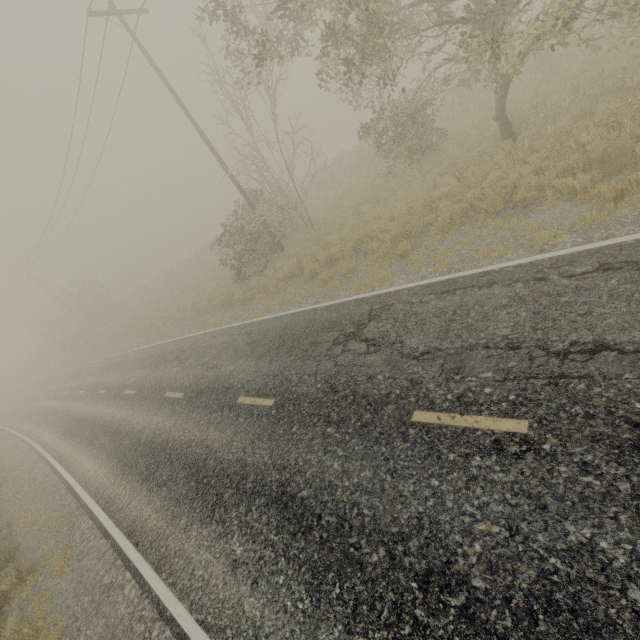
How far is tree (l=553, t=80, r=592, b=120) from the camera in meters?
9.1 m

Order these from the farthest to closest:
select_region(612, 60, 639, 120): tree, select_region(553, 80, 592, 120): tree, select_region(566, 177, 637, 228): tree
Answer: select_region(553, 80, 592, 120): tree < select_region(612, 60, 639, 120): tree < select_region(566, 177, 637, 228): tree

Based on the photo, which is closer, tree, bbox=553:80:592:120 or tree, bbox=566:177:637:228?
tree, bbox=566:177:637:228

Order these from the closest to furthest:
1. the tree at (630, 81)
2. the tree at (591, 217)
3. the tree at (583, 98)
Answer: the tree at (591, 217) → the tree at (630, 81) → the tree at (583, 98)

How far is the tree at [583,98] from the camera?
9.1 meters

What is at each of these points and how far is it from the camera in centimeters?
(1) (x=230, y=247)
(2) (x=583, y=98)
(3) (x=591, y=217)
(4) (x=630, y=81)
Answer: (1) tree, 1738cm
(2) tree, 911cm
(3) tree, 600cm
(4) tree, 841cm
